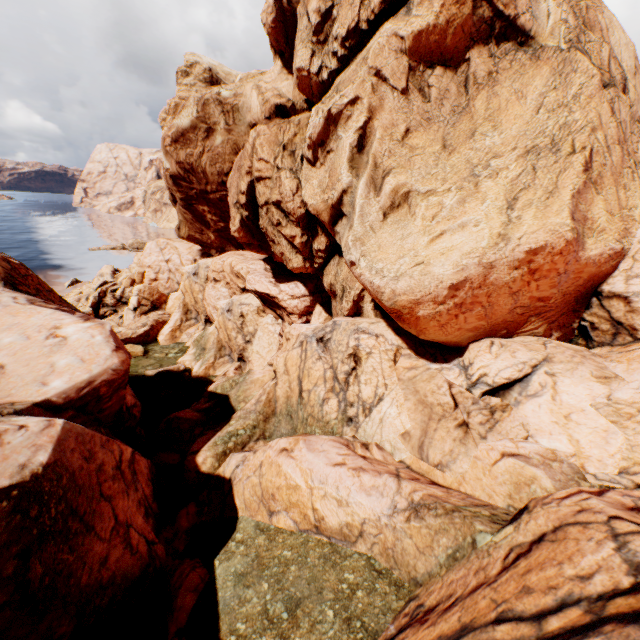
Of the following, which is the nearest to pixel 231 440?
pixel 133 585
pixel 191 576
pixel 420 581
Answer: pixel 191 576
